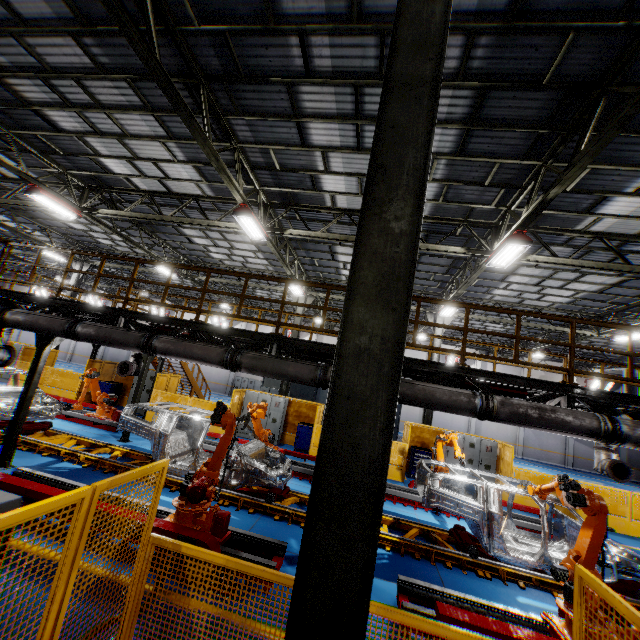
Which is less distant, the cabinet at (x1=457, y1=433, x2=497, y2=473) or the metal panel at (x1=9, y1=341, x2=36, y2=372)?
the cabinet at (x1=457, y1=433, x2=497, y2=473)

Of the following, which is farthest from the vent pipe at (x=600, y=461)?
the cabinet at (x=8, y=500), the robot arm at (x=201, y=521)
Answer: the cabinet at (x=8, y=500)

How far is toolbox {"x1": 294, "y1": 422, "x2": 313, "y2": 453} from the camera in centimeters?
1478cm

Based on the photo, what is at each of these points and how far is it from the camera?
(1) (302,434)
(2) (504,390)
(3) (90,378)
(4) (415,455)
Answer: (1) toolbox, 14.9m
(2) light, 7.4m
(3) robot arm, 11.7m
(4) toolbox, 14.1m

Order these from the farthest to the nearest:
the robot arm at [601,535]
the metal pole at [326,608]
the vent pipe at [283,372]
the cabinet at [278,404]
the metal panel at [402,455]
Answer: the cabinet at [278,404], the metal panel at [402,455], the vent pipe at [283,372], the robot arm at [601,535], the metal pole at [326,608]

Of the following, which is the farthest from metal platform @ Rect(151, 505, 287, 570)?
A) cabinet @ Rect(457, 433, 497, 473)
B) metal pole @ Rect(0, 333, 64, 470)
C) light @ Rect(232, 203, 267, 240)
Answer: cabinet @ Rect(457, 433, 497, 473)

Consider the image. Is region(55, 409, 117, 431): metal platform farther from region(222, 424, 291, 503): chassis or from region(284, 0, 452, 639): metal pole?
region(284, 0, 452, 639): metal pole

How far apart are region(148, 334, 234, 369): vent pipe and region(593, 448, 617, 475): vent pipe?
3.69m
